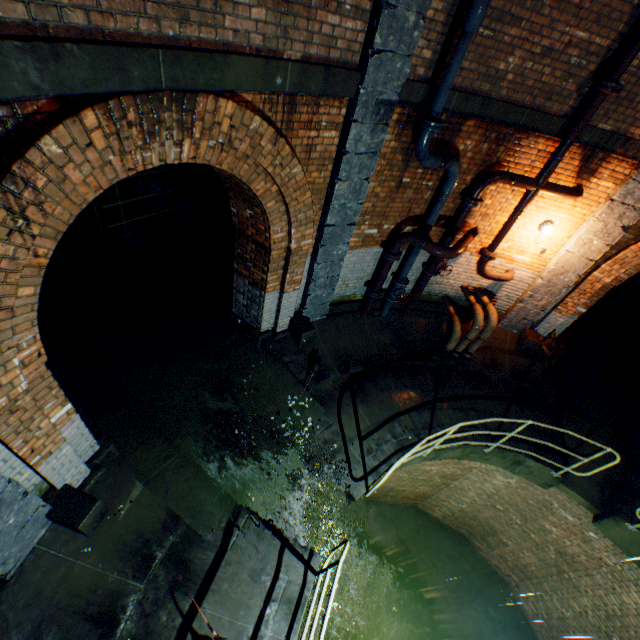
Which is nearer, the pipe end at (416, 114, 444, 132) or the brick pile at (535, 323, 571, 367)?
the pipe end at (416, 114, 444, 132)

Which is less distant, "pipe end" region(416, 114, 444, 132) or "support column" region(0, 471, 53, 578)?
"support column" region(0, 471, 53, 578)

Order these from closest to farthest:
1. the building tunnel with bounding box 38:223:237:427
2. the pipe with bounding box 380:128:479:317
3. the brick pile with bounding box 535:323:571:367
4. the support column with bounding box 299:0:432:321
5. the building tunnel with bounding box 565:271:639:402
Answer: the support column with bounding box 299:0:432:321 < the pipe with bounding box 380:128:479:317 < the building tunnel with bounding box 38:223:237:427 < the brick pile with bounding box 535:323:571:367 < the building tunnel with bounding box 565:271:639:402

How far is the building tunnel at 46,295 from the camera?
5.7m

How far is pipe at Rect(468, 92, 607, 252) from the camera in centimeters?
498cm

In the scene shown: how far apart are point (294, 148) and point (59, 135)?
2.63m

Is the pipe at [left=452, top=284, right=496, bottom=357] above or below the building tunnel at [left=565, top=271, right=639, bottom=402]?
Answer: above

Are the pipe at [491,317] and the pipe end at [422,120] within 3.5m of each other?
no
